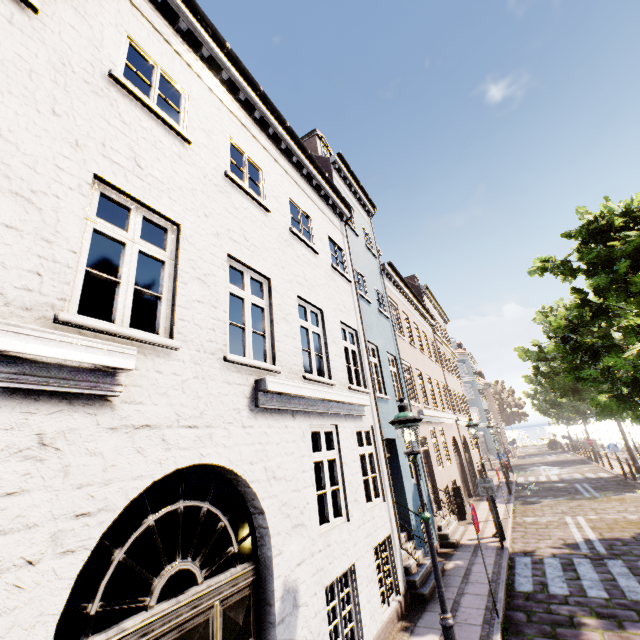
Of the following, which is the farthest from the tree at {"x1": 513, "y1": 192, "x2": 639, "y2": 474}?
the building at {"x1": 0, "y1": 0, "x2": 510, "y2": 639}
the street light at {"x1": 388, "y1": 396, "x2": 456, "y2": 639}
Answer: the street light at {"x1": 388, "y1": 396, "x2": 456, "y2": 639}

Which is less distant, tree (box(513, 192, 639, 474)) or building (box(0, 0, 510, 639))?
Result: building (box(0, 0, 510, 639))

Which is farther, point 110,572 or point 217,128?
point 217,128

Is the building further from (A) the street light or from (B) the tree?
(A) the street light

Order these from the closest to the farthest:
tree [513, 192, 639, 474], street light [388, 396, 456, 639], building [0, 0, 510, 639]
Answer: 1. building [0, 0, 510, 639]
2. street light [388, 396, 456, 639]
3. tree [513, 192, 639, 474]

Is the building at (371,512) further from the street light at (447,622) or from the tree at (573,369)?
the street light at (447,622)

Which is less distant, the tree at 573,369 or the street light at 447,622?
the street light at 447,622
